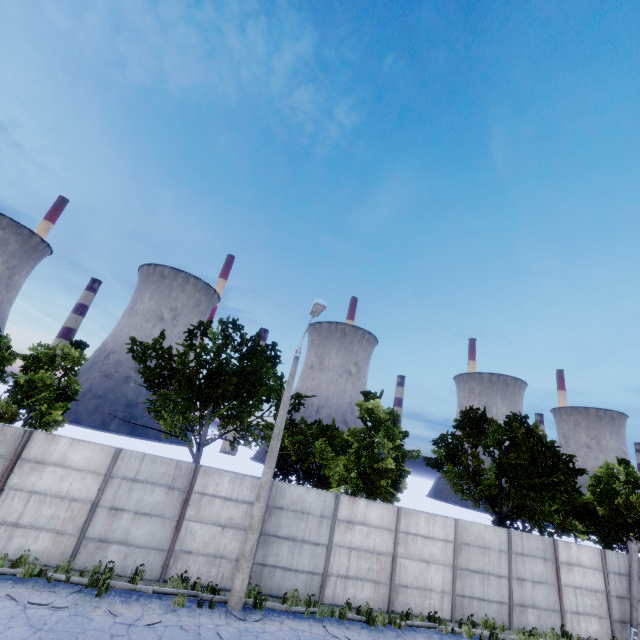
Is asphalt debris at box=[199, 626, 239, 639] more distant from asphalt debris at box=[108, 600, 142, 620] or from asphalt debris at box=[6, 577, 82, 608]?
asphalt debris at box=[6, 577, 82, 608]

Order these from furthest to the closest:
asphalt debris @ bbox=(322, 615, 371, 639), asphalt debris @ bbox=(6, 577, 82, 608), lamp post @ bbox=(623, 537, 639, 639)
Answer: lamp post @ bbox=(623, 537, 639, 639), asphalt debris @ bbox=(322, 615, 371, 639), asphalt debris @ bbox=(6, 577, 82, 608)

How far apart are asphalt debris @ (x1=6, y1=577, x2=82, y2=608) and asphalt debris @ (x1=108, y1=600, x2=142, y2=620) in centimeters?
108cm

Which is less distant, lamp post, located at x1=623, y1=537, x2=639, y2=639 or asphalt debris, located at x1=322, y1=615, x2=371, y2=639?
asphalt debris, located at x1=322, y1=615, x2=371, y2=639

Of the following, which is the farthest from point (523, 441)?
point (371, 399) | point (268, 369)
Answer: point (268, 369)

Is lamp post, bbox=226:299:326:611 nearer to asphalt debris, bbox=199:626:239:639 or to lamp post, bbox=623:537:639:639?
asphalt debris, bbox=199:626:239:639

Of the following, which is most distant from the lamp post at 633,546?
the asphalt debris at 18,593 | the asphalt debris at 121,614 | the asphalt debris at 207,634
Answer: the asphalt debris at 18,593

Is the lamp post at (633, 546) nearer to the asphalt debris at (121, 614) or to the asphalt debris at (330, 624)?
the asphalt debris at (330, 624)
